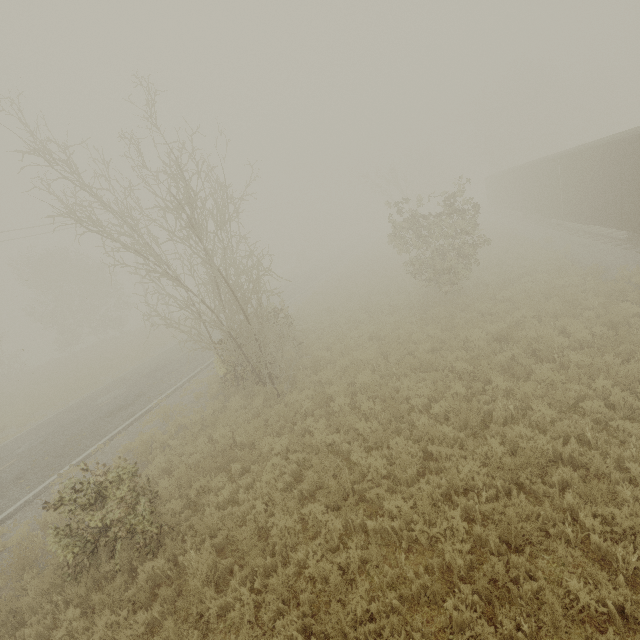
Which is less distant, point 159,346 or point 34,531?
point 34,531

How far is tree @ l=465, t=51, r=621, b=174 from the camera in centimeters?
4459cm

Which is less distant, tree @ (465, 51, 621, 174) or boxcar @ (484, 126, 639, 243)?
boxcar @ (484, 126, 639, 243)

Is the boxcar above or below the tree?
below

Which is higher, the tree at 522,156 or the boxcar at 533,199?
the tree at 522,156

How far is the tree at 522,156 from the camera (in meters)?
44.59
